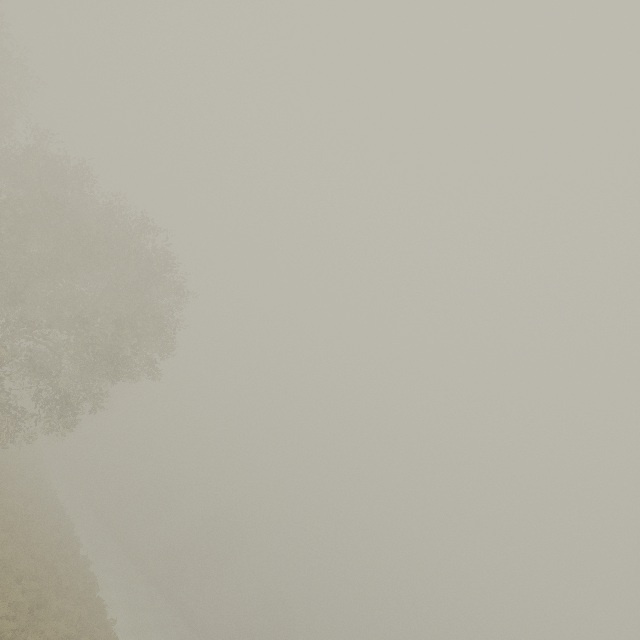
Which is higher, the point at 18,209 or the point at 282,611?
the point at 282,611
